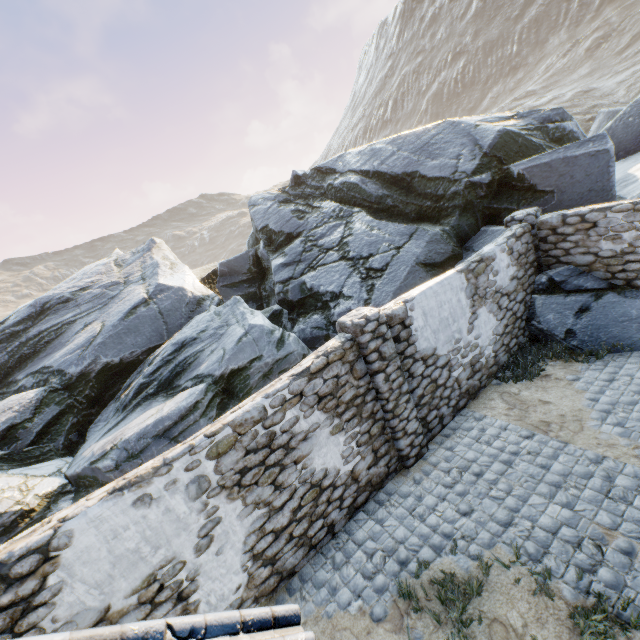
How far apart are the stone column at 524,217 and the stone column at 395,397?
5.35m

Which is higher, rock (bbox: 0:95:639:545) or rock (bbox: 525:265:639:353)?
rock (bbox: 0:95:639:545)

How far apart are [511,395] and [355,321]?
4.3m

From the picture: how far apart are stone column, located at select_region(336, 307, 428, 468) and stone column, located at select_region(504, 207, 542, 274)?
5.35m

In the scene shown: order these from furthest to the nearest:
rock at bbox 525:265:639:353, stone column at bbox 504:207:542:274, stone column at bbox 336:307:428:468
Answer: stone column at bbox 504:207:542:274 < rock at bbox 525:265:639:353 < stone column at bbox 336:307:428:468

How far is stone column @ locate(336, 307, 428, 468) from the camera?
5.54m

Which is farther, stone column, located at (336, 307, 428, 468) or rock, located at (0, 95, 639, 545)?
rock, located at (0, 95, 639, 545)

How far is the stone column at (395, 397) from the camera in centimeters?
554cm
